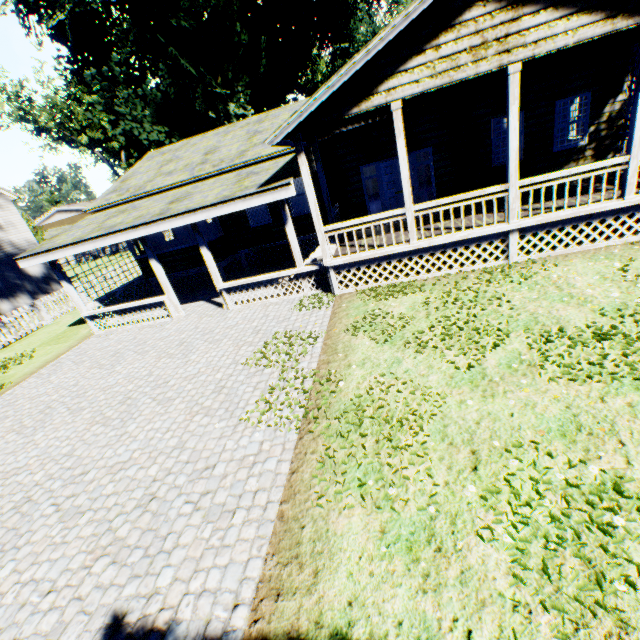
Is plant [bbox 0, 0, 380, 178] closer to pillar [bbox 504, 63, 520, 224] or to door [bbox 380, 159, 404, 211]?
door [bbox 380, 159, 404, 211]

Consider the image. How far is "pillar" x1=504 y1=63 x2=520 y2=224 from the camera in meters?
7.0 m

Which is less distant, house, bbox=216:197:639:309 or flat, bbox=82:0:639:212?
flat, bbox=82:0:639:212

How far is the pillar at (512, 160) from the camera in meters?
7.0

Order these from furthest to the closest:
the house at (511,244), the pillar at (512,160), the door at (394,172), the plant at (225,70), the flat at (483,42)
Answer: the plant at (225,70)
the door at (394,172)
the house at (511,244)
the pillar at (512,160)
the flat at (483,42)

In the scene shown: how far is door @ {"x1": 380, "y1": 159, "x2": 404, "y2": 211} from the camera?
11.5 meters

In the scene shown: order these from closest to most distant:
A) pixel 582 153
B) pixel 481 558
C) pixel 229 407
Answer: pixel 481 558, pixel 229 407, pixel 582 153

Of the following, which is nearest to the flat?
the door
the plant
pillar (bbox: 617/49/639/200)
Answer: pillar (bbox: 617/49/639/200)
